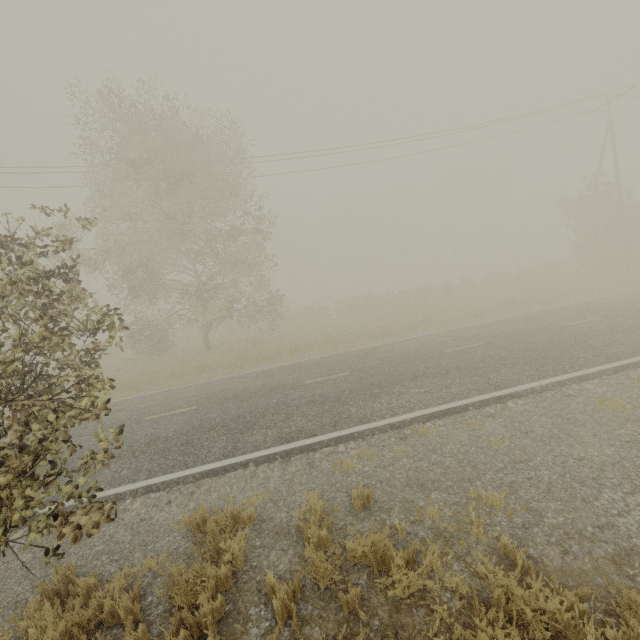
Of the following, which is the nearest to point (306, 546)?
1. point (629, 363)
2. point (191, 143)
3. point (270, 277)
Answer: point (629, 363)
